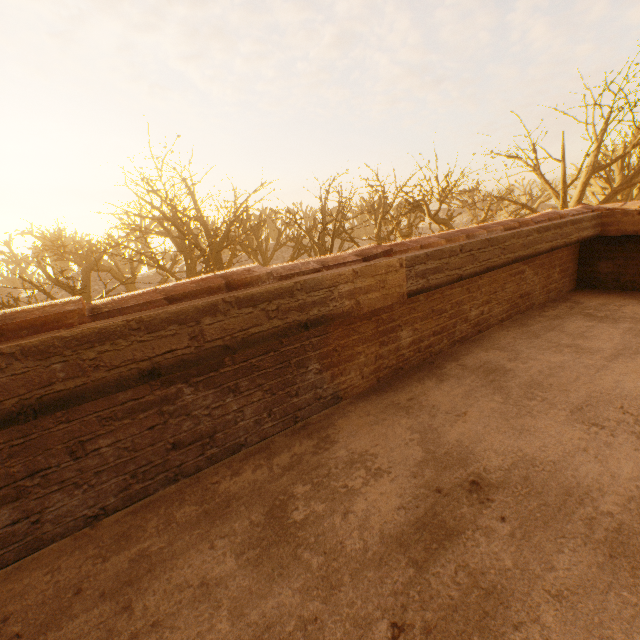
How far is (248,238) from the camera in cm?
2833
